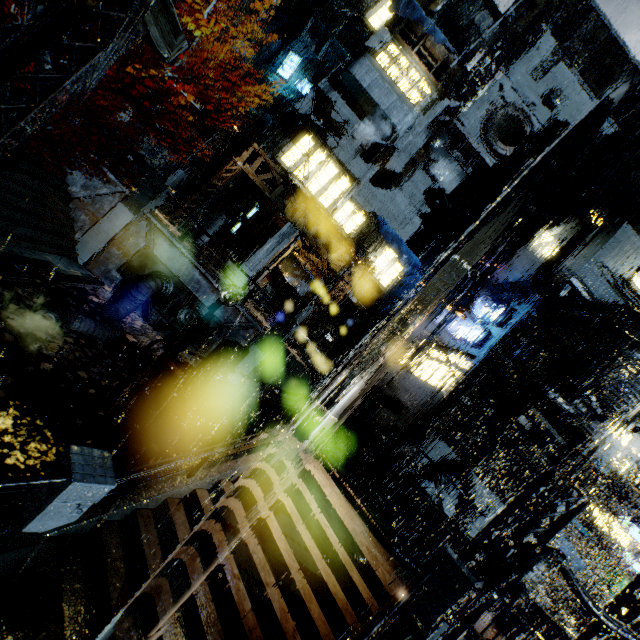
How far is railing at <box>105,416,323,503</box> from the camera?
6.8m

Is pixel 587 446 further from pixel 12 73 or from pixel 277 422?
pixel 12 73

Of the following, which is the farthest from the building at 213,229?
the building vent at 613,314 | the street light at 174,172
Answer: the street light at 174,172

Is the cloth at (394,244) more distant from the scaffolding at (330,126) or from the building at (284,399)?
Result: the scaffolding at (330,126)

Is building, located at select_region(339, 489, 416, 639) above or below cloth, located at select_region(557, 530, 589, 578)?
below

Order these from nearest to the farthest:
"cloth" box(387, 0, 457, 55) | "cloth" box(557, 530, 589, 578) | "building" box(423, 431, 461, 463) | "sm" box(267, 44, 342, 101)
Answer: "cloth" box(557, 530, 589, 578) → "building" box(423, 431, 461, 463) → "cloth" box(387, 0, 457, 55) → "sm" box(267, 44, 342, 101)

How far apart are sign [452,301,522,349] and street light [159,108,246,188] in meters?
20.9

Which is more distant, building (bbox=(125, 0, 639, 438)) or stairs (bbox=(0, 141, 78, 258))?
building (bbox=(125, 0, 639, 438))
